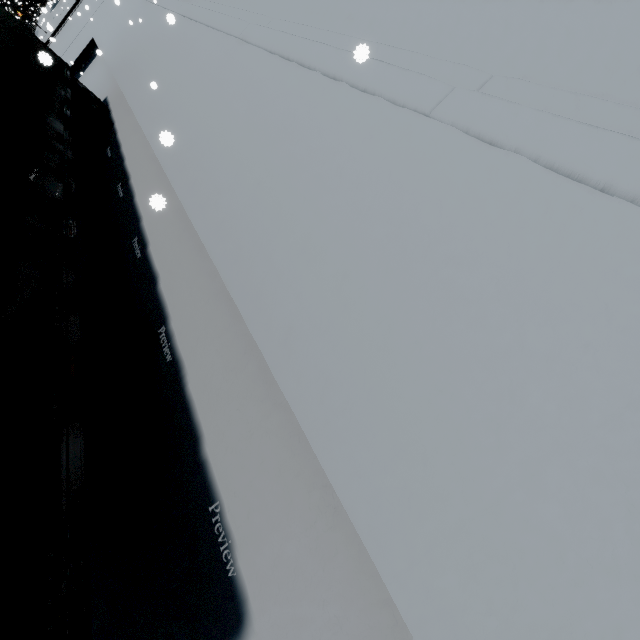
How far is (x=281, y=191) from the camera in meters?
3.5 m
